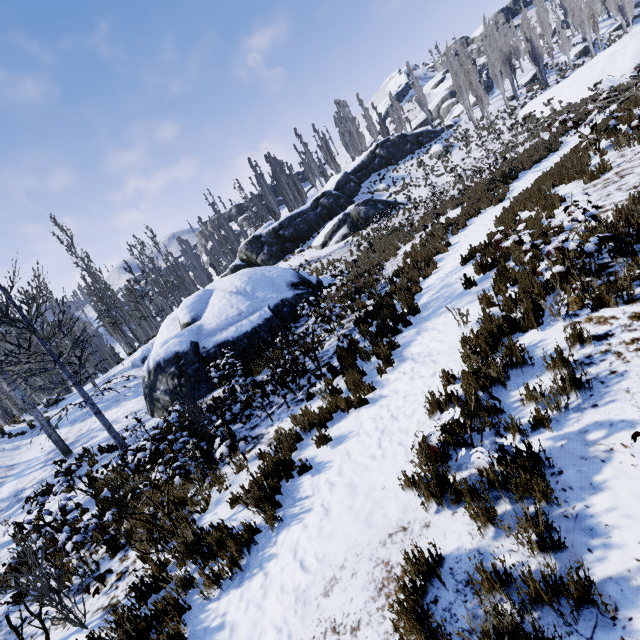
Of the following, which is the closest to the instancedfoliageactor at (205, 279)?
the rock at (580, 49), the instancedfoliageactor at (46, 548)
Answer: the rock at (580, 49)

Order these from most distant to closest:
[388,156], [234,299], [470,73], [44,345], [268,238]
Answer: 1. [388,156]
2. [470,73]
3. [268,238]
4. [234,299]
5. [44,345]

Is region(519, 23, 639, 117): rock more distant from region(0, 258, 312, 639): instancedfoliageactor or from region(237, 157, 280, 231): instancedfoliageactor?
region(0, 258, 312, 639): instancedfoliageactor

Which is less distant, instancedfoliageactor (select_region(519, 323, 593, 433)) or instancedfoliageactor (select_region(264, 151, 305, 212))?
instancedfoliageactor (select_region(519, 323, 593, 433))

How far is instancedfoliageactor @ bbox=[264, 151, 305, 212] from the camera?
42.8m
